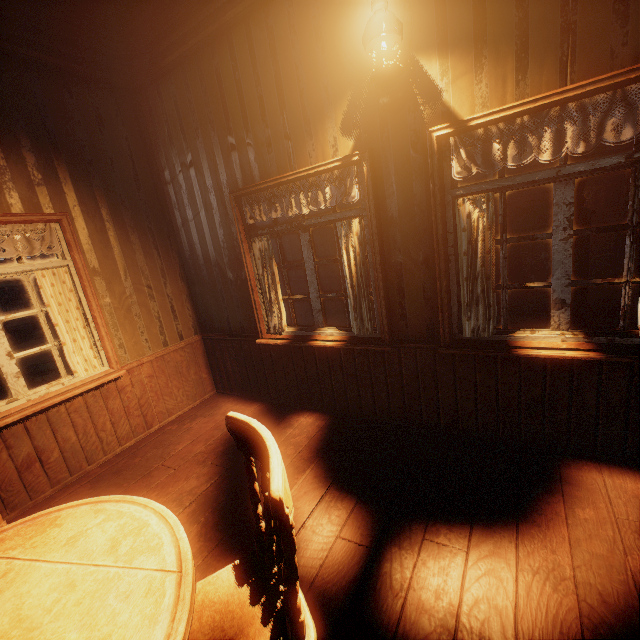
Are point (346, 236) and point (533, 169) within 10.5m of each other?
no

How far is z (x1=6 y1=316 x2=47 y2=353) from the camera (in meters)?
15.32

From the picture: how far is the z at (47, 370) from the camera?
9.64m

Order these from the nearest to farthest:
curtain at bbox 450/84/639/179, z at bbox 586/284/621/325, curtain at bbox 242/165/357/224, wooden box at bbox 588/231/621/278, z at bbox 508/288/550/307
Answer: curtain at bbox 450/84/639/179 → curtain at bbox 242/165/357/224 → z at bbox 586/284/621/325 → z at bbox 508/288/550/307 → wooden box at bbox 588/231/621/278

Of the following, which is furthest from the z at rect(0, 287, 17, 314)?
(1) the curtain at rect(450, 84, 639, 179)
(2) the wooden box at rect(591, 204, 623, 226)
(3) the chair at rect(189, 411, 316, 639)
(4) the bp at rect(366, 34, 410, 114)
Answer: (4) the bp at rect(366, 34, 410, 114)

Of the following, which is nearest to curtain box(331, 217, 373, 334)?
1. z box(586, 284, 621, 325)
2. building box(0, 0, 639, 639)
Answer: building box(0, 0, 639, 639)

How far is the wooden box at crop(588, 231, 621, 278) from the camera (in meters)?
10.53

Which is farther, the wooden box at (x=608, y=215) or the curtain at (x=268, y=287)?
the wooden box at (x=608, y=215)
